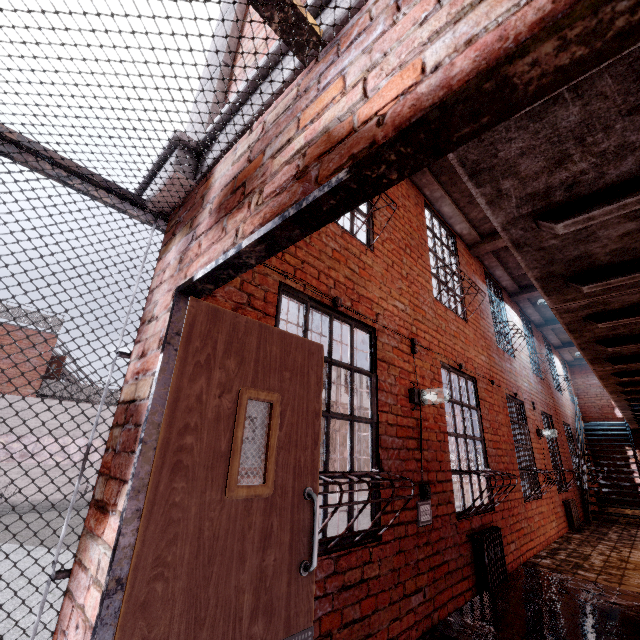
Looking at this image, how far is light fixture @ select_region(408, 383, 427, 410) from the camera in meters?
3.7 m

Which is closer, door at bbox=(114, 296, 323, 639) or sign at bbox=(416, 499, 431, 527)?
door at bbox=(114, 296, 323, 639)

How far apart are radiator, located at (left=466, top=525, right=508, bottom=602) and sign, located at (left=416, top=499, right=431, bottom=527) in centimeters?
92cm

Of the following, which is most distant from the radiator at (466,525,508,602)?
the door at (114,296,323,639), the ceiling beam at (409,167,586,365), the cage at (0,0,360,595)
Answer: the ceiling beam at (409,167,586,365)

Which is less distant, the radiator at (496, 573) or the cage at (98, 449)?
the cage at (98, 449)

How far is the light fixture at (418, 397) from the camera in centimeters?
368cm

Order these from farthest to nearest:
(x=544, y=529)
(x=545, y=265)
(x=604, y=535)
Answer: (x=604, y=535)
(x=544, y=529)
(x=545, y=265)

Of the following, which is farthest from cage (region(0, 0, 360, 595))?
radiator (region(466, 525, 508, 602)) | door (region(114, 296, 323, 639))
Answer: radiator (region(466, 525, 508, 602))
